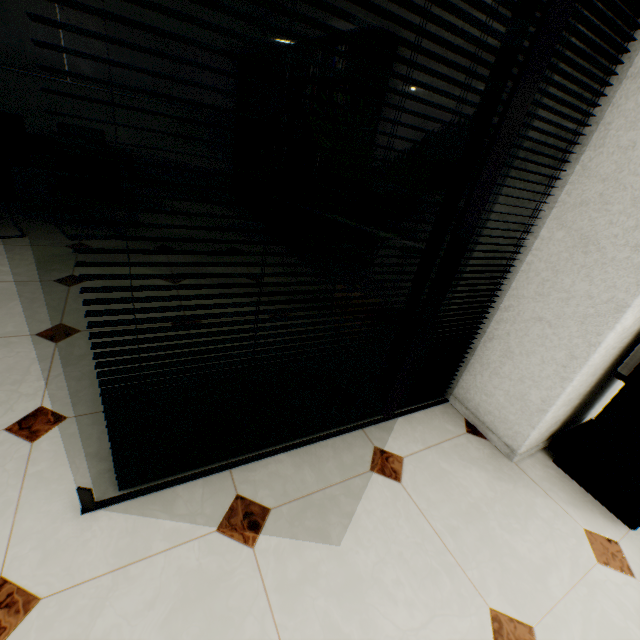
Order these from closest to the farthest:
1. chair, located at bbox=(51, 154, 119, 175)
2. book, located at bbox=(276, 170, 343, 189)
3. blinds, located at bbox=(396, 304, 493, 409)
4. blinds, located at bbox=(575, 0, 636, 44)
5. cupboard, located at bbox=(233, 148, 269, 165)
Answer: blinds, located at bbox=(575, 0, 636, 44) → blinds, located at bbox=(396, 304, 493, 409) → chair, located at bbox=(51, 154, 119, 175) → book, located at bbox=(276, 170, 343, 189) → cupboard, located at bbox=(233, 148, 269, 165)

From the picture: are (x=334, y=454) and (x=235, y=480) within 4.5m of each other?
yes

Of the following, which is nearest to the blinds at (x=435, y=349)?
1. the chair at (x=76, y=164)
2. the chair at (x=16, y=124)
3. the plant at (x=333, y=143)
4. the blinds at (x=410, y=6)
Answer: the blinds at (x=410, y=6)

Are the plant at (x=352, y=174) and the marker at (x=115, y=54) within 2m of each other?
no

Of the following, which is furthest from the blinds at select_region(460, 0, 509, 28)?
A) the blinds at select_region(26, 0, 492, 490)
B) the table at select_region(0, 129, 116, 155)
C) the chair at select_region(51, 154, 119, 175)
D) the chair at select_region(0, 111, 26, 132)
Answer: the chair at select_region(0, 111, 26, 132)

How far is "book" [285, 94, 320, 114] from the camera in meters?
3.5 m

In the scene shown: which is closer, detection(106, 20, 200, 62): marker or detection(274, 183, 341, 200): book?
detection(274, 183, 341, 200): book

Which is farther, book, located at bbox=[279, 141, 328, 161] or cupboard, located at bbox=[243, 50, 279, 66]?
cupboard, located at bbox=[243, 50, 279, 66]
